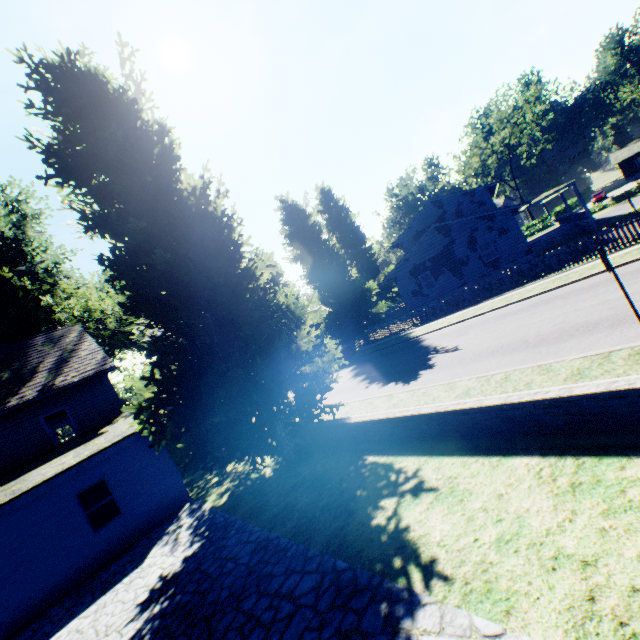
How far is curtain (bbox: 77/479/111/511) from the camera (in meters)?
11.30

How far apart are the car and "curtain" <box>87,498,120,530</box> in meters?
16.3 m

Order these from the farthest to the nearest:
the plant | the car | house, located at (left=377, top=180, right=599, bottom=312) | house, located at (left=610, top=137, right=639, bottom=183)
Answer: house, located at (left=610, top=137, right=639, bottom=183), the car, house, located at (left=377, top=180, right=599, bottom=312), the plant

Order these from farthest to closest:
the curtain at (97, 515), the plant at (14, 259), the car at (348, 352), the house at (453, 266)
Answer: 1. the car at (348, 352)
2. the house at (453, 266)
3. the curtain at (97, 515)
4. the plant at (14, 259)

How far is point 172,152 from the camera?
9.9m

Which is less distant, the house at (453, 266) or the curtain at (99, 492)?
the curtain at (99, 492)

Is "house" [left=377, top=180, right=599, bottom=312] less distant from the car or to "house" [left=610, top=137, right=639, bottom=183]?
the car
